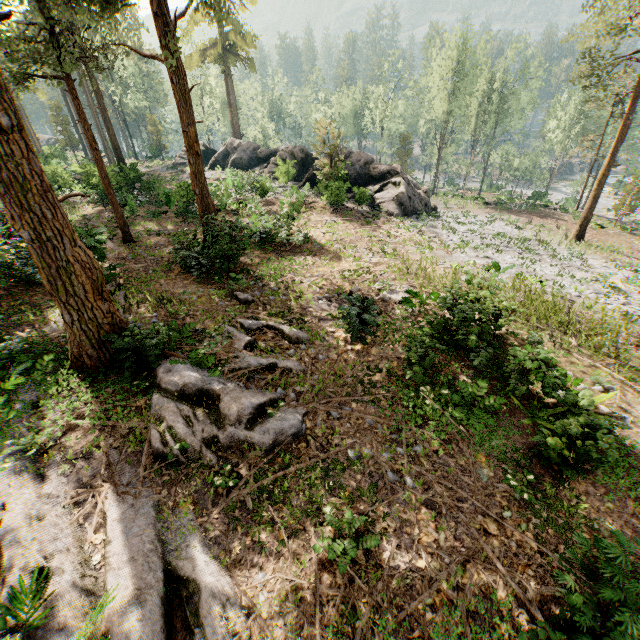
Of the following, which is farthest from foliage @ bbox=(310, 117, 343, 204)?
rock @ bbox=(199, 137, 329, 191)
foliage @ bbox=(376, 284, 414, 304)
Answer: foliage @ bbox=(376, 284, 414, 304)

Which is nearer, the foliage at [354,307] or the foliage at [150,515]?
the foliage at [150,515]

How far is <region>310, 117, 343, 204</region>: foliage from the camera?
23.61m

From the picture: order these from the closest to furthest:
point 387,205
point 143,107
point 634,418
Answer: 1. point 634,418
2. point 387,205
3. point 143,107

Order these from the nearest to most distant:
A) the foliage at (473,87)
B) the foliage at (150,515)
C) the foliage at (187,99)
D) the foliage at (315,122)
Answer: the foliage at (150,515), the foliage at (187,99), the foliage at (473,87), the foliage at (315,122)

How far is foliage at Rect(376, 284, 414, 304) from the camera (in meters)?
12.86
